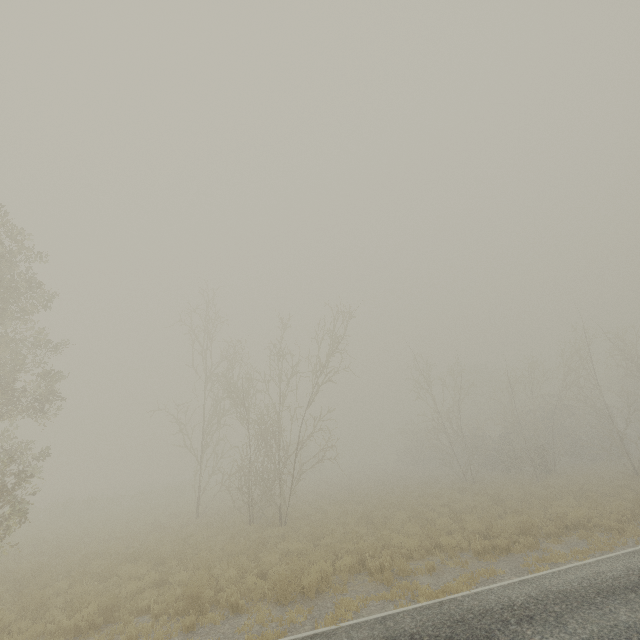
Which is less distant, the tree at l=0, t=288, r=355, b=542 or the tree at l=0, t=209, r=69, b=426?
the tree at l=0, t=209, r=69, b=426

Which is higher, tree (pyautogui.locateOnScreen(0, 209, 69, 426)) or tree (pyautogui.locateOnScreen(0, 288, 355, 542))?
tree (pyautogui.locateOnScreen(0, 209, 69, 426))

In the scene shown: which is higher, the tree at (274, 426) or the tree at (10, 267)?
the tree at (10, 267)

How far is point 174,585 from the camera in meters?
9.9 m

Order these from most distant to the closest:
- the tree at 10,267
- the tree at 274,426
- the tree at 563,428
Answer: the tree at 563,428 → the tree at 274,426 → the tree at 10,267

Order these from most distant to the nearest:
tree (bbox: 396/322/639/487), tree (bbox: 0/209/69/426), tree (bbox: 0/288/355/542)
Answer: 1. tree (bbox: 396/322/639/487)
2. tree (bbox: 0/288/355/542)
3. tree (bbox: 0/209/69/426)

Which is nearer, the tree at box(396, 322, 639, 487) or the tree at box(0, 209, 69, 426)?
the tree at box(0, 209, 69, 426)
